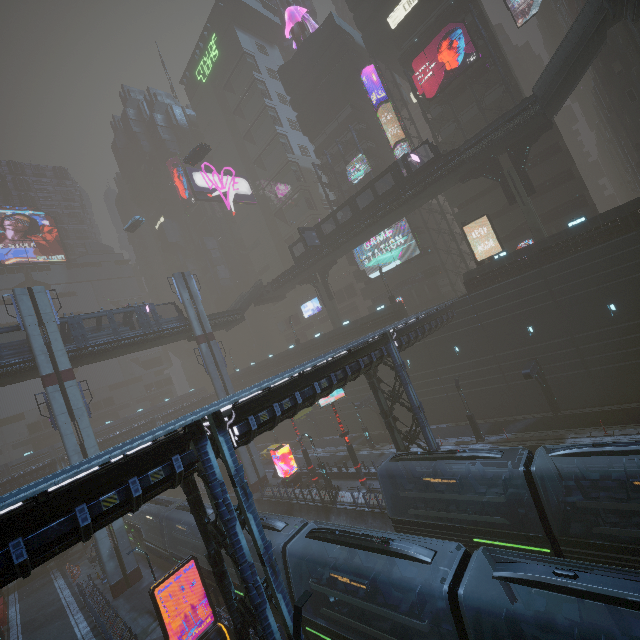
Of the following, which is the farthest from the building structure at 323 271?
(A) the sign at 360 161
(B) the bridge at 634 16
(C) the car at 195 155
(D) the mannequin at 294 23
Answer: (D) the mannequin at 294 23

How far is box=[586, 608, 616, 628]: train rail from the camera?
12.2m

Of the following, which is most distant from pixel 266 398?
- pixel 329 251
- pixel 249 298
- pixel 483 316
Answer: pixel 249 298

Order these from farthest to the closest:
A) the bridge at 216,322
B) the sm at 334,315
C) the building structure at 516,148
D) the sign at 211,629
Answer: the sm at 334,315 < the bridge at 216,322 < the building structure at 516,148 < the sign at 211,629

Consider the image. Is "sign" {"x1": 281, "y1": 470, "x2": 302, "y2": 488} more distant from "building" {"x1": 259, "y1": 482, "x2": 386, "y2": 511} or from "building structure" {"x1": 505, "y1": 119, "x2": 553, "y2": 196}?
"building structure" {"x1": 505, "y1": 119, "x2": 553, "y2": 196}

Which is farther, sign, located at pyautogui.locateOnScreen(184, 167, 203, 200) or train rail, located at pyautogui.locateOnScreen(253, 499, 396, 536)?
sign, located at pyautogui.locateOnScreen(184, 167, 203, 200)

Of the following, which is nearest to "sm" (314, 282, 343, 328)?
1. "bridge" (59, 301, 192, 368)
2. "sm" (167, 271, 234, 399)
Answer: "bridge" (59, 301, 192, 368)

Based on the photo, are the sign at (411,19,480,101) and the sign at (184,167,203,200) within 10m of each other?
no
